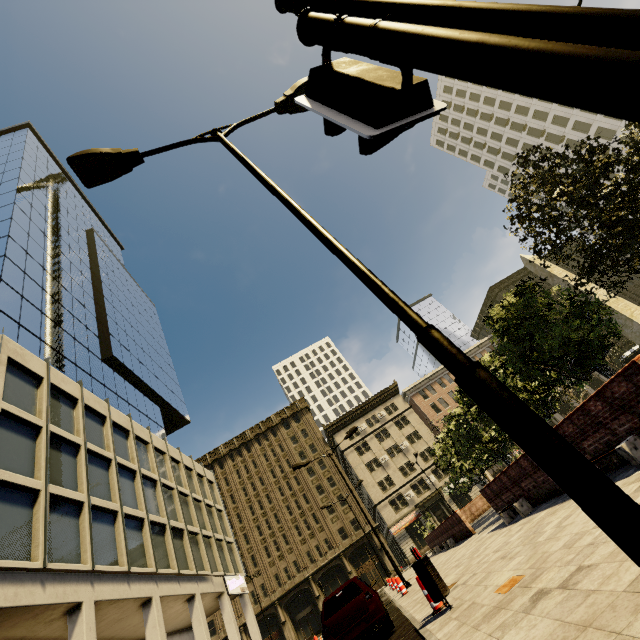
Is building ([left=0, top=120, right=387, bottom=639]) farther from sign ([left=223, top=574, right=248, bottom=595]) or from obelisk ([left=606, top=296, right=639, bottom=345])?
obelisk ([left=606, top=296, right=639, bottom=345])

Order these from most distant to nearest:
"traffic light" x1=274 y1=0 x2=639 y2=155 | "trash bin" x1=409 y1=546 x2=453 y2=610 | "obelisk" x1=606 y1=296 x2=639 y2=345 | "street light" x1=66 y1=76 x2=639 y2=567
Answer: "obelisk" x1=606 y1=296 x2=639 y2=345 → "trash bin" x1=409 y1=546 x2=453 y2=610 → "street light" x1=66 y1=76 x2=639 y2=567 → "traffic light" x1=274 y1=0 x2=639 y2=155

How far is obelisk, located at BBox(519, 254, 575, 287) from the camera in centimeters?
2428cm

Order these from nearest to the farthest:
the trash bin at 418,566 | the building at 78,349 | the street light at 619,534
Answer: the street light at 619,534 < the trash bin at 418,566 < the building at 78,349

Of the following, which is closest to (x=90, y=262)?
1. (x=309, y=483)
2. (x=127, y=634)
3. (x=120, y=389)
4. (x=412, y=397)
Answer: (x=120, y=389)

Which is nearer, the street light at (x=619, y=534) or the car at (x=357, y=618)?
the street light at (x=619, y=534)

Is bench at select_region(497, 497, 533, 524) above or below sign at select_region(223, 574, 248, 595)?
below

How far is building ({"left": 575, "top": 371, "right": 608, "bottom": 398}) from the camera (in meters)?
53.25
